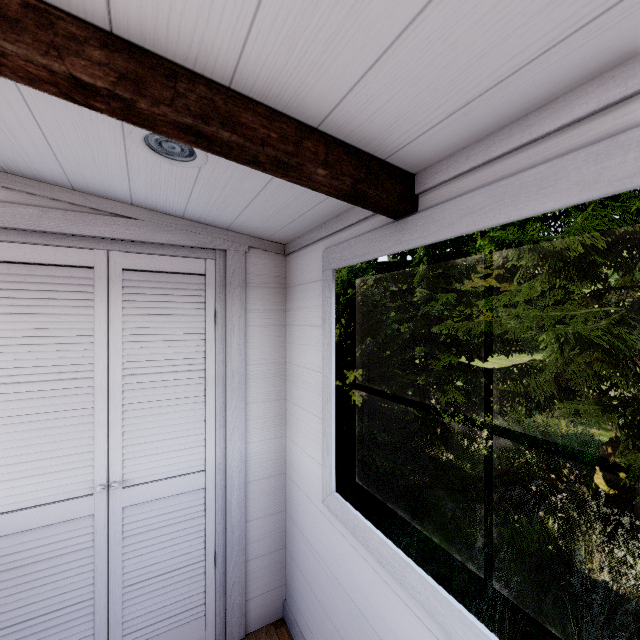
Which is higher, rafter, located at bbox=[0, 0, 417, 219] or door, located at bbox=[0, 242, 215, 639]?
rafter, located at bbox=[0, 0, 417, 219]

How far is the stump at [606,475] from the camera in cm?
728

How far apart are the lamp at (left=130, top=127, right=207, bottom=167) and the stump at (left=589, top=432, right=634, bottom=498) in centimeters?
1002cm

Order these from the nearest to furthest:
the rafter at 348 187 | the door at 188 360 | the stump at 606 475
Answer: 1. the rafter at 348 187
2. the door at 188 360
3. the stump at 606 475

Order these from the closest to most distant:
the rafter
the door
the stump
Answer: the rafter → the door → the stump

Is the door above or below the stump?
above

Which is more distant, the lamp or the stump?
the stump

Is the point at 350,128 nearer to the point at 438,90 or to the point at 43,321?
the point at 438,90
